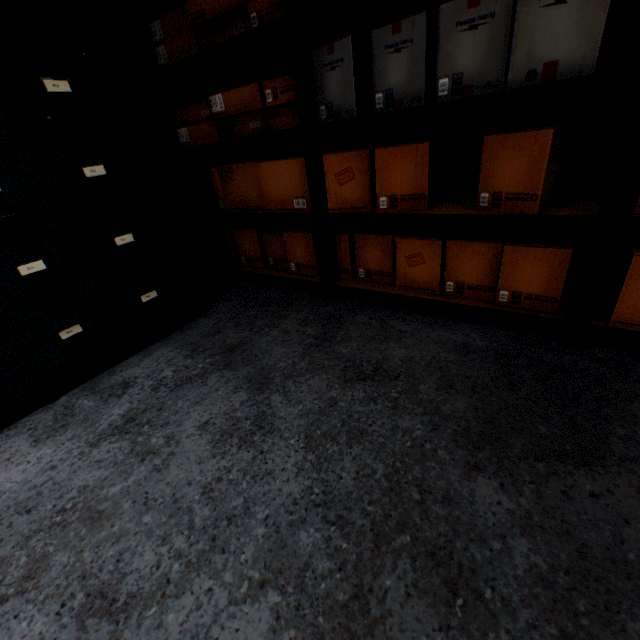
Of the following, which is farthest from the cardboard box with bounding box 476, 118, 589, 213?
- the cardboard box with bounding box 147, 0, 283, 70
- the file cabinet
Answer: the file cabinet

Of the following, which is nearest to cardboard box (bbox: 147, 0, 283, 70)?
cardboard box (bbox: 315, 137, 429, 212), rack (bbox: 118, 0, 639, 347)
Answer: rack (bbox: 118, 0, 639, 347)

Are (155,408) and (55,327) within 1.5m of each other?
yes

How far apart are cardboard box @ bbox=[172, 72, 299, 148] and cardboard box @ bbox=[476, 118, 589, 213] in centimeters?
15cm

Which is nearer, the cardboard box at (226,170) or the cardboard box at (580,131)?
the cardboard box at (580,131)

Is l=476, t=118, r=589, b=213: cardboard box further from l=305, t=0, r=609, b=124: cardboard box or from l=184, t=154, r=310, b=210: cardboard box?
l=184, t=154, r=310, b=210: cardboard box

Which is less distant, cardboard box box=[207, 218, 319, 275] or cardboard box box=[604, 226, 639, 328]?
cardboard box box=[604, 226, 639, 328]

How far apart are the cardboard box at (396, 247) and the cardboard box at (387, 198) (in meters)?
0.14
